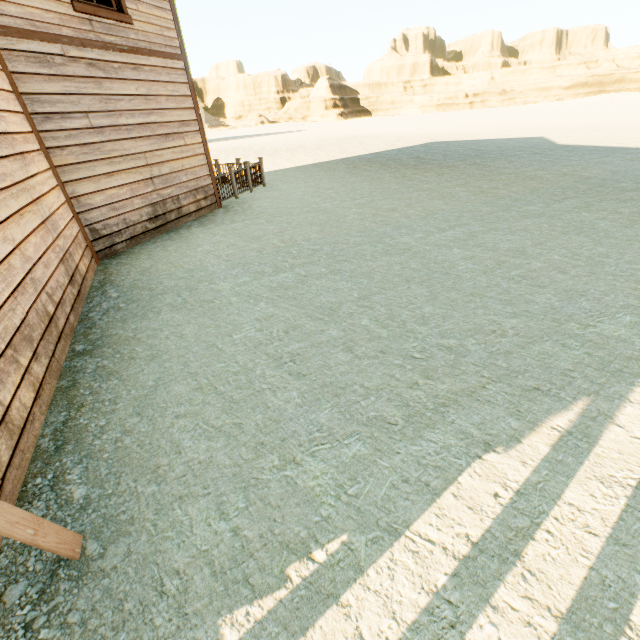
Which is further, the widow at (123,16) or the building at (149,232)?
the widow at (123,16)

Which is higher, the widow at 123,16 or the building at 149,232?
the widow at 123,16

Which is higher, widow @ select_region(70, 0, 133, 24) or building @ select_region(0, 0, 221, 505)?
widow @ select_region(70, 0, 133, 24)

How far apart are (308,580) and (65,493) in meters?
2.0 m

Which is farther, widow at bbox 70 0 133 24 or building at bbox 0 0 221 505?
widow at bbox 70 0 133 24
